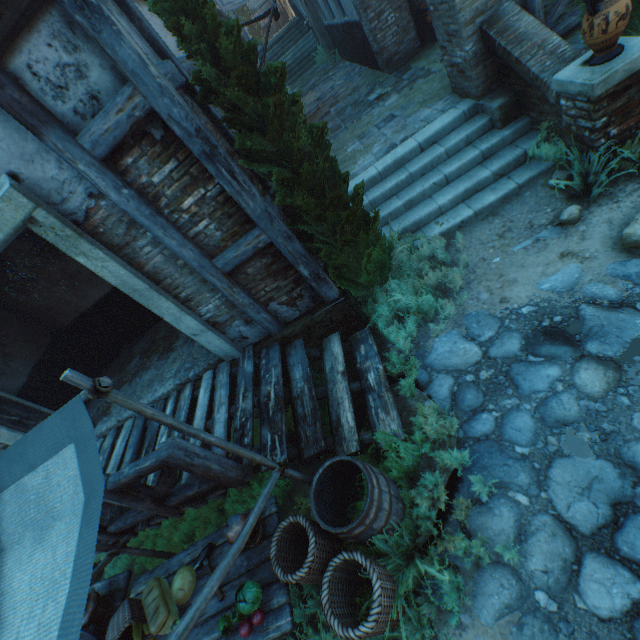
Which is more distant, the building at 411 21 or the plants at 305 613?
the building at 411 21

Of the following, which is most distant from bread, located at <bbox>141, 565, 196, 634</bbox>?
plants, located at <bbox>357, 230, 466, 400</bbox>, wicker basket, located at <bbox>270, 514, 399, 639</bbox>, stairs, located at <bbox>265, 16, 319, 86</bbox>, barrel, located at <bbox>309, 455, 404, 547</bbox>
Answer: stairs, located at <bbox>265, 16, 319, 86</bbox>

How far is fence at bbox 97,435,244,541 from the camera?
3.05m

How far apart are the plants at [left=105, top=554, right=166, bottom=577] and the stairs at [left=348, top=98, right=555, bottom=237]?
5.0 meters

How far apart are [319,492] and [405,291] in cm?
286

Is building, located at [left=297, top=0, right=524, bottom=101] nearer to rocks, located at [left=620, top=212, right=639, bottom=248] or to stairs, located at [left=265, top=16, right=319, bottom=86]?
stairs, located at [left=265, top=16, right=319, bottom=86]

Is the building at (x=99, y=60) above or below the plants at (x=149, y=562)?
above

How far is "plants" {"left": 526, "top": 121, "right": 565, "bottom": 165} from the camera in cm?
468
